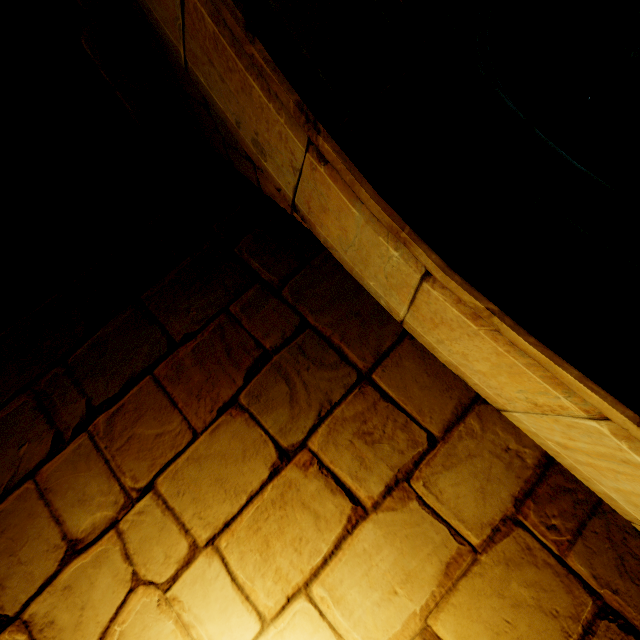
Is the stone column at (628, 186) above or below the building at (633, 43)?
below

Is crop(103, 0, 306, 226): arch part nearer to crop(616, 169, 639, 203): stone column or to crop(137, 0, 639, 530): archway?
crop(137, 0, 639, 530): archway

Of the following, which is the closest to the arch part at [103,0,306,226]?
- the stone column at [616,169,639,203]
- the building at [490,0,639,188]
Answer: the building at [490,0,639,188]

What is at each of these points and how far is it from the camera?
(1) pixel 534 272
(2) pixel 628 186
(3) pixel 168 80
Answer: (1) archway, 0.9m
(2) stone column, 1.3m
(3) arch part, 1.8m

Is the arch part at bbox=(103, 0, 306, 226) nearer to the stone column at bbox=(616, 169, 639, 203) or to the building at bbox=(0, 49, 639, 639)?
the building at bbox=(0, 49, 639, 639)

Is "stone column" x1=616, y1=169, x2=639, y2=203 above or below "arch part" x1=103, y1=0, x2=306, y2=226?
below

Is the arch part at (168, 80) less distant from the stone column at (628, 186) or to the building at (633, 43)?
the building at (633, 43)
